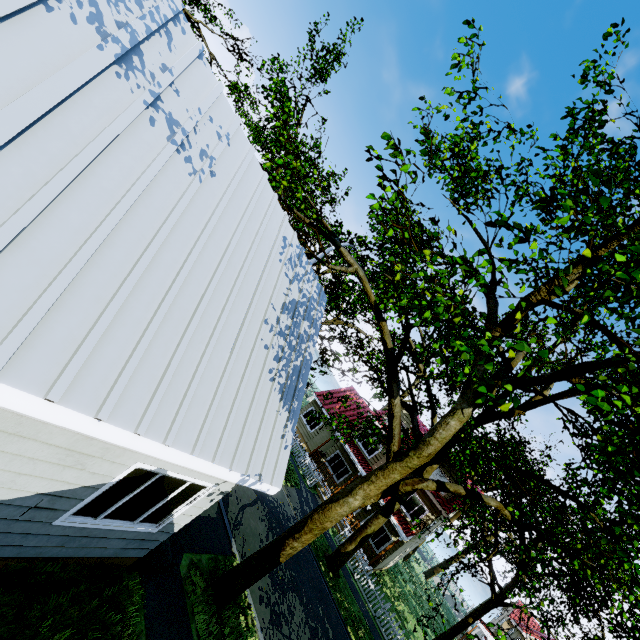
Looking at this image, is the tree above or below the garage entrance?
above

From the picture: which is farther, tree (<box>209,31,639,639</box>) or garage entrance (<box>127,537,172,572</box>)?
garage entrance (<box>127,537,172,572</box>)

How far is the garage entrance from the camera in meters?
6.4

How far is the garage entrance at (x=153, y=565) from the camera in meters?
6.4 m

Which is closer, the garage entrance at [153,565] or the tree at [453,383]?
the tree at [453,383]

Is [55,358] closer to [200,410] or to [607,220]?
[200,410]
